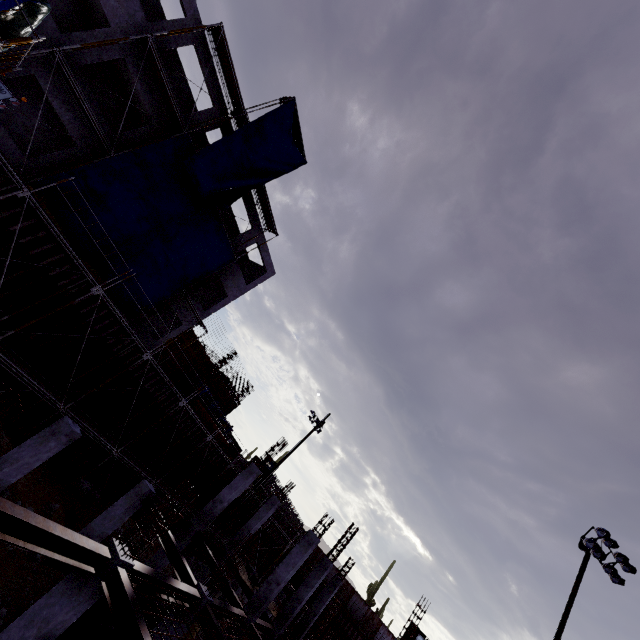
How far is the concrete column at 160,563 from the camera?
15.70m

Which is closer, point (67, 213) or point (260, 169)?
point (67, 213)

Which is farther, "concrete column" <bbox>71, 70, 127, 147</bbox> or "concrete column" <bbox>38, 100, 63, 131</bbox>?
"concrete column" <bbox>38, 100, 63, 131</bbox>

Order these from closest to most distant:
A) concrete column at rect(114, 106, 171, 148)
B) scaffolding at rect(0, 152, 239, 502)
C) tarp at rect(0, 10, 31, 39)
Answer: tarp at rect(0, 10, 31, 39), scaffolding at rect(0, 152, 239, 502), concrete column at rect(114, 106, 171, 148)

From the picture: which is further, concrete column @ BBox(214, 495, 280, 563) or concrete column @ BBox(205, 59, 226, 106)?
concrete column @ BBox(214, 495, 280, 563)

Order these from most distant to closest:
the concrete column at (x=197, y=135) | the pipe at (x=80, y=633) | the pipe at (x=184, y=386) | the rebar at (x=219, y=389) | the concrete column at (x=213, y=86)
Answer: the rebar at (x=219, y=389) < the pipe at (x=184, y=386) < the concrete column at (x=197, y=135) < the concrete column at (x=213, y=86) < the pipe at (x=80, y=633)

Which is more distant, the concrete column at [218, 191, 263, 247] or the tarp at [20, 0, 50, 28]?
the concrete column at [218, 191, 263, 247]

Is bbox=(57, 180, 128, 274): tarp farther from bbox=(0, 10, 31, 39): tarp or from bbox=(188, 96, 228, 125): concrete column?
bbox=(0, 10, 31, 39): tarp
